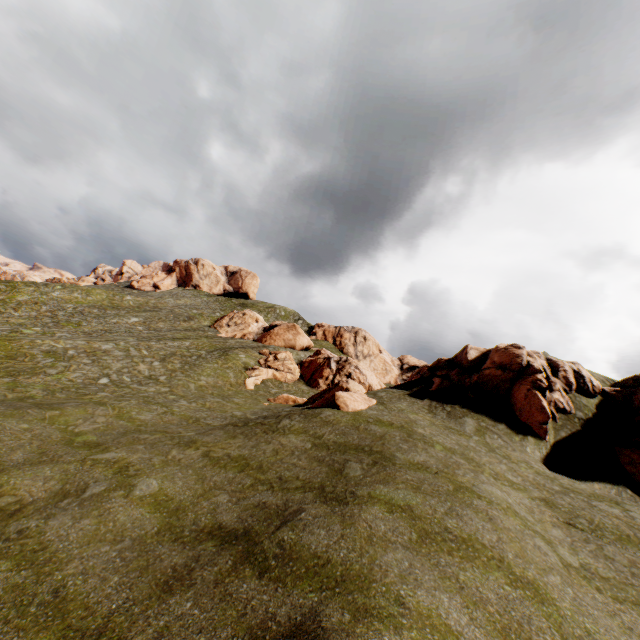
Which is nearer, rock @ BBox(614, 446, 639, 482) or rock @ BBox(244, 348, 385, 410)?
rock @ BBox(614, 446, 639, 482)

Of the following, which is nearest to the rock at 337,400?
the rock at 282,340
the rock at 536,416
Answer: the rock at 536,416

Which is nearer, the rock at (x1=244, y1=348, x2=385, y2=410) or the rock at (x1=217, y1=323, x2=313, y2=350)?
the rock at (x1=244, y1=348, x2=385, y2=410)

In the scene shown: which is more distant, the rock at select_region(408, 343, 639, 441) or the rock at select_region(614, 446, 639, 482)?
the rock at select_region(408, 343, 639, 441)

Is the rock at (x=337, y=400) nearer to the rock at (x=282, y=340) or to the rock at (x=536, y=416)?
the rock at (x=536, y=416)

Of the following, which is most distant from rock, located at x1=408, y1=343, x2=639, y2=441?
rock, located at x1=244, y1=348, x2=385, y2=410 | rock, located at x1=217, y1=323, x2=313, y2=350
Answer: rock, located at x1=217, y1=323, x2=313, y2=350

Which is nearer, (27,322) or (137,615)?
(137,615)

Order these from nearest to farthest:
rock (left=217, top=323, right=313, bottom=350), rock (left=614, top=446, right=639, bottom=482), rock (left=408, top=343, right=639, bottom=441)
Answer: rock (left=614, top=446, right=639, bottom=482)
rock (left=408, top=343, right=639, bottom=441)
rock (left=217, top=323, right=313, bottom=350)
